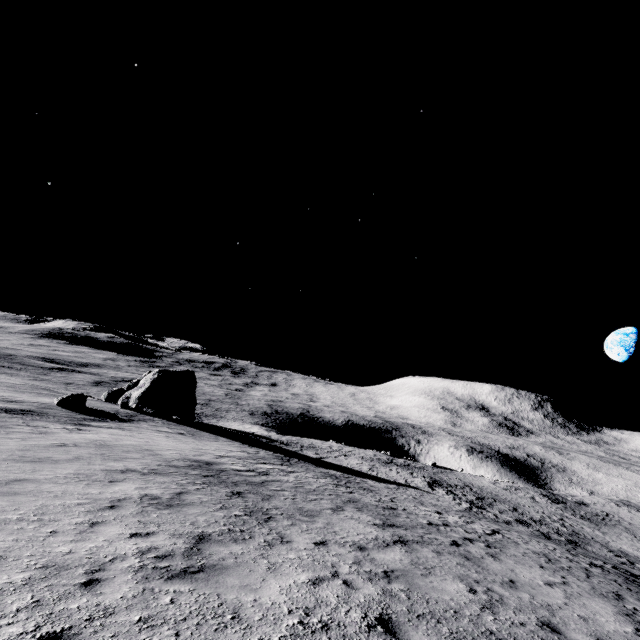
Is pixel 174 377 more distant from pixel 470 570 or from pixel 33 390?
pixel 470 570

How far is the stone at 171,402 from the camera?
29.59m

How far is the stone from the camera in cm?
2959
